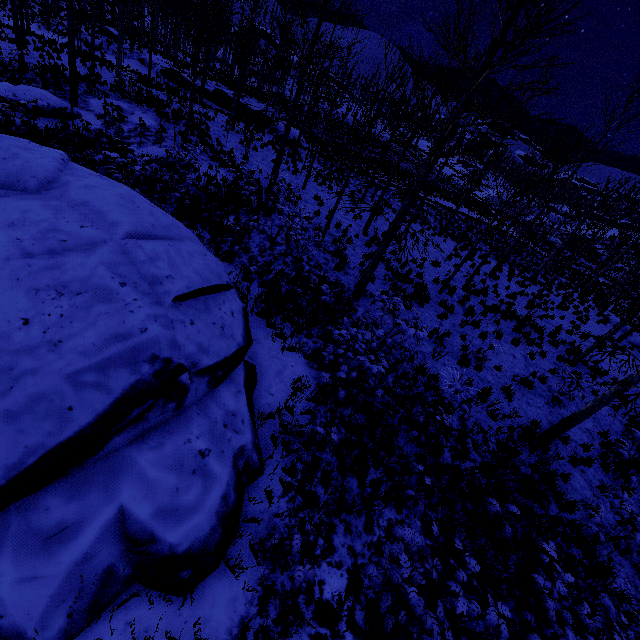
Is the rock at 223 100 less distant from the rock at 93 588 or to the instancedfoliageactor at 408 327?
the instancedfoliageactor at 408 327

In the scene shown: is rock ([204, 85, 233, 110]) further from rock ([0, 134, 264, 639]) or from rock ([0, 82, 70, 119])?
rock ([0, 134, 264, 639])

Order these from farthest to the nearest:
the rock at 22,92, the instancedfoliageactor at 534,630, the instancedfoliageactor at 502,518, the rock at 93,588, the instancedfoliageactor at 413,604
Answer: the rock at 22,92 < the instancedfoliageactor at 502,518 < the instancedfoliageactor at 534,630 < the instancedfoliageactor at 413,604 < the rock at 93,588

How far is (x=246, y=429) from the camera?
5.2m

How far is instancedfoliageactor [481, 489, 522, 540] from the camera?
5.9m

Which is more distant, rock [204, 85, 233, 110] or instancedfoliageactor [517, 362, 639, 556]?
rock [204, 85, 233, 110]

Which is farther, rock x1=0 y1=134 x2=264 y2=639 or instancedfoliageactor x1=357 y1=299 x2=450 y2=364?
instancedfoliageactor x1=357 y1=299 x2=450 y2=364

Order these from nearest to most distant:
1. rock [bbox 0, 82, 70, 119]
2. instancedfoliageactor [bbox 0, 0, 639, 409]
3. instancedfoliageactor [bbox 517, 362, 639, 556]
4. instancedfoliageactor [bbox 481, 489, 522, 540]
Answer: instancedfoliageactor [bbox 481, 489, 522, 540]
instancedfoliageactor [bbox 517, 362, 639, 556]
instancedfoliageactor [bbox 0, 0, 639, 409]
rock [bbox 0, 82, 70, 119]
